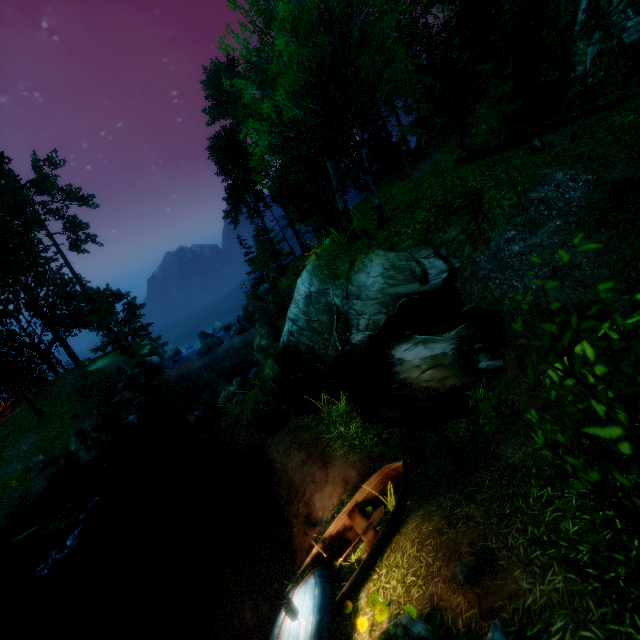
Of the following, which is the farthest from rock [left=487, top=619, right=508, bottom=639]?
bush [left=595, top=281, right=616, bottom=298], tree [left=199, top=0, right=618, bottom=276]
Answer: tree [left=199, top=0, right=618, bottom=276]

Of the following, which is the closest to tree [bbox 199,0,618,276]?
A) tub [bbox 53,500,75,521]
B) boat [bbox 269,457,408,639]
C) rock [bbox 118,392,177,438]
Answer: rock [bbox 118,392,177,438]

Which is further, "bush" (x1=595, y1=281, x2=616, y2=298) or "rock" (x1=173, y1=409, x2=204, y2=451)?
"rock" (x1=173, y1=409, x2=204, y2=451)

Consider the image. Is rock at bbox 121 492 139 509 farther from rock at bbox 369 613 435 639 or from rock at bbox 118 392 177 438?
rock at bbox 369 613 435 639

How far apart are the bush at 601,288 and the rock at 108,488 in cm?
1844

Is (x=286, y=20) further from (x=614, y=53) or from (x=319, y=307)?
(x=614, y=53)

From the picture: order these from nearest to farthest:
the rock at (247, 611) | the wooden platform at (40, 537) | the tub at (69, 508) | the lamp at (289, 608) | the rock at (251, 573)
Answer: the lamp at (289, 608) < the rock at (247, 611) < the rock at (251, 573) < the wooden platform at (40, 537) < the tub at (69, 508)

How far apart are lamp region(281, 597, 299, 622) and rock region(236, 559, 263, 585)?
3.1 meters
